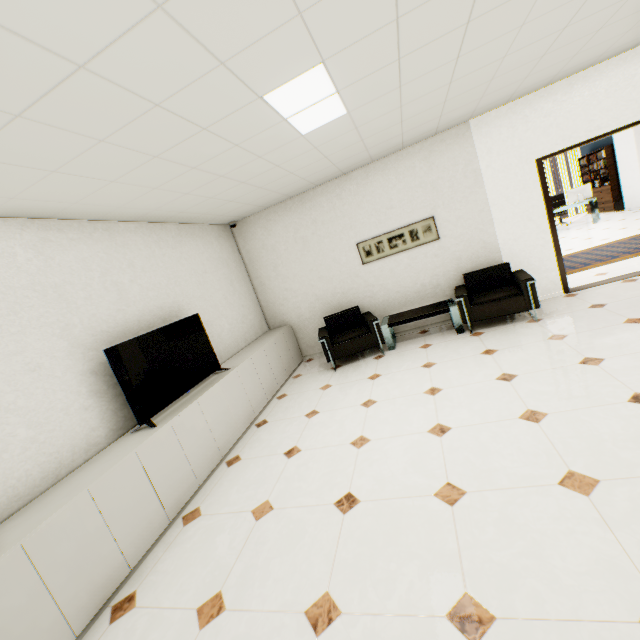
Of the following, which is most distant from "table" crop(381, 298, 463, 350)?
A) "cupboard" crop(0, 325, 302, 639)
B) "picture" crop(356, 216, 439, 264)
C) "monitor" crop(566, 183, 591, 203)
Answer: "monitor" crop(566, 183, 591, 203)

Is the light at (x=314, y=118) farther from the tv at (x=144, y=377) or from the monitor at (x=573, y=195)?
the monitor at (x=573, y=195)

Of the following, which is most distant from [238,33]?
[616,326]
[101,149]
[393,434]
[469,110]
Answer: [616,326]

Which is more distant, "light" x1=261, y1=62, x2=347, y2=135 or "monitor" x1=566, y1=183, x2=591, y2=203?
"monitor" x1=566, y1=183, x2=591, y2=203

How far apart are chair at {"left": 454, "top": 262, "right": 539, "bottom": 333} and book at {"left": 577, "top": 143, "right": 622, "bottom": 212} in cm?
982

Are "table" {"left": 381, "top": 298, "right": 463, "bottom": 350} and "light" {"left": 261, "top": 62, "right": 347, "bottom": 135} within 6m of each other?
yes

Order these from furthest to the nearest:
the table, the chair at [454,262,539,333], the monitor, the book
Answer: the book → the monitor → the table → the chair at [454,262,539,333]

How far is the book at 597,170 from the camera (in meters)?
10.84
